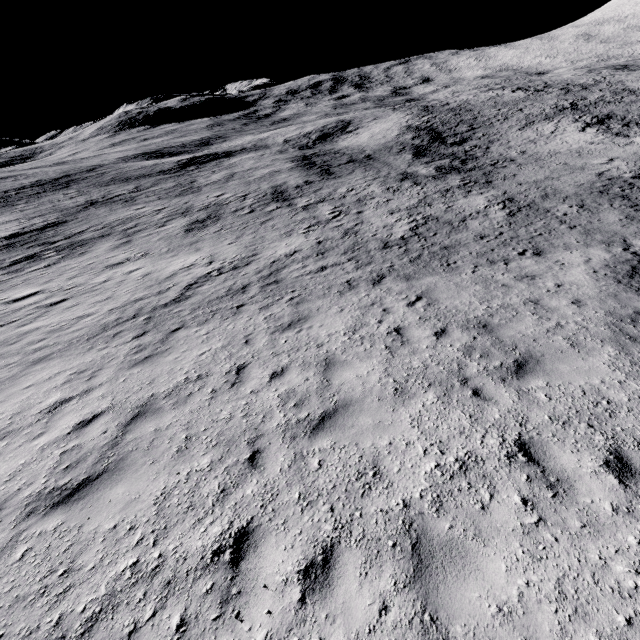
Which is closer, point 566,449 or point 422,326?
point 566,449
